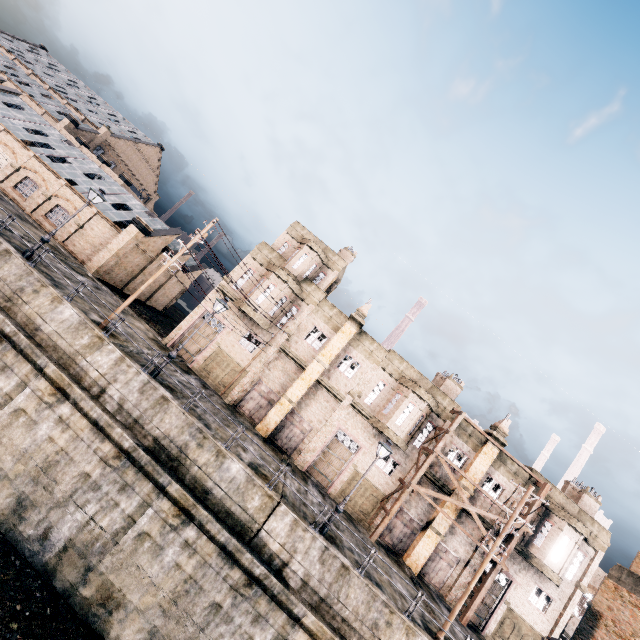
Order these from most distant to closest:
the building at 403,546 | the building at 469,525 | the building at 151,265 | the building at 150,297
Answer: the building at 150,297 → the building at 151,265 → the building at 469,525 → the building at 403,546

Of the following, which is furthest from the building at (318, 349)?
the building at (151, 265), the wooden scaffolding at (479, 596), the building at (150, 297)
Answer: the building at (150, 297)

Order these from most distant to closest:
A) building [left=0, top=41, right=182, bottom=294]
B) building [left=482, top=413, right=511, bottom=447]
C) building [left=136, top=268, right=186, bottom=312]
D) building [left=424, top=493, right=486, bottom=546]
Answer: building [left=136, top=268, right=186, bottom=312]
building [left=0, top=41, right=182, bottom=294]
building [left=482, top=413, right=511, bottom=447]
building [left=424, top=493, right=486, bottom=546]

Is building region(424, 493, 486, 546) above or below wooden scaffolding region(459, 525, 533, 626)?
above

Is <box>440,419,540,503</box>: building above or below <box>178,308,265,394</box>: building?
above

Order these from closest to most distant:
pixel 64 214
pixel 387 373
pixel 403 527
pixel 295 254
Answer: pixel 403 527
pixel 387 373
pixel 295 254
pixel 64 214

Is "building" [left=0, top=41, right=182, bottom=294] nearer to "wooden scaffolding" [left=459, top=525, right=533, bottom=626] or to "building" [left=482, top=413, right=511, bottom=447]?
"building" [left=482, top=413, right=511, bottom=447]

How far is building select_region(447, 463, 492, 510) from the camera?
25.8 meters
